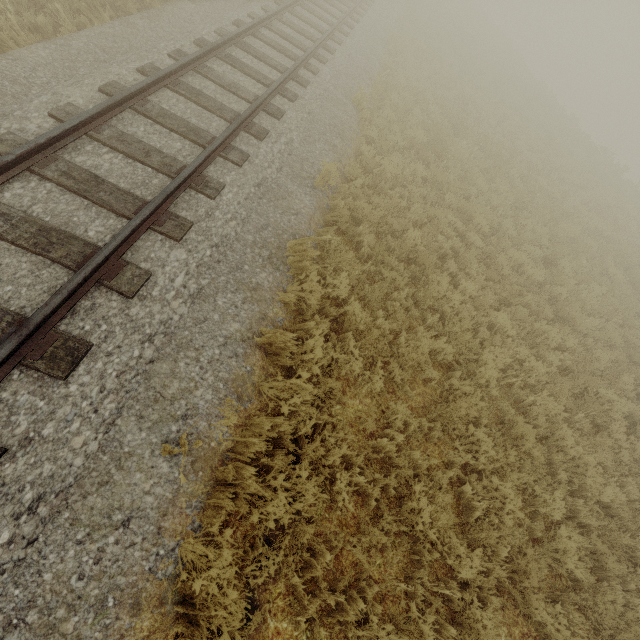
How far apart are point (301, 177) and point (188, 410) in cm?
503
